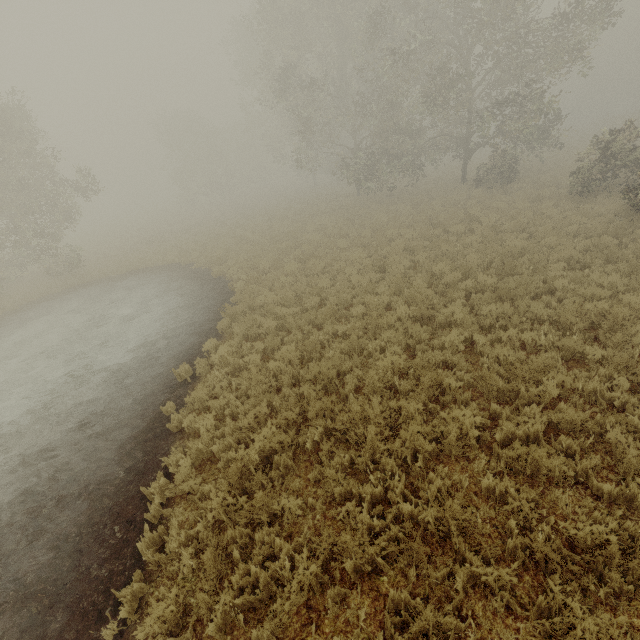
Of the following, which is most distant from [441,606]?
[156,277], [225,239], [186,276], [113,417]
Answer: [225,239]
